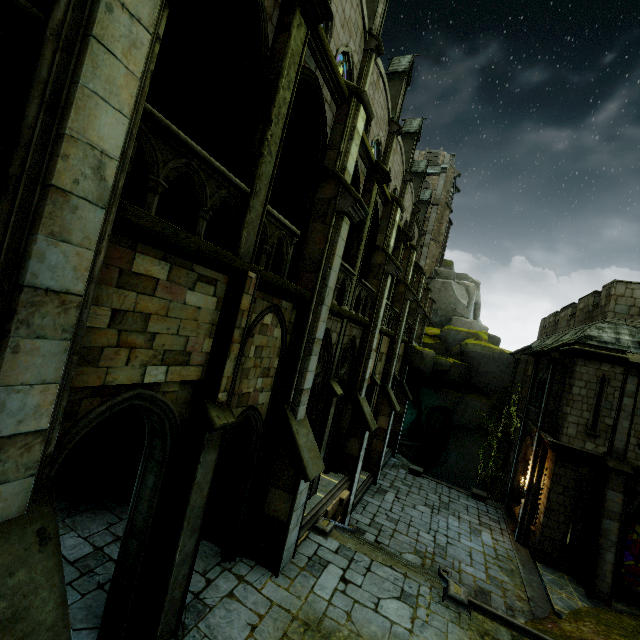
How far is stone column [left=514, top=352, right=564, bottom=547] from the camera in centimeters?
1555cm

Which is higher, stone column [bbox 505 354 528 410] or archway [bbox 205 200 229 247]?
archway [bbox 205 200 229 247]

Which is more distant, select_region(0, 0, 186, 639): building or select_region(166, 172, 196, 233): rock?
select_region(166, 172, 196, 233): rock

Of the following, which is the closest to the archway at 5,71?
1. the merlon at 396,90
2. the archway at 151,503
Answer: the archway at 151,503

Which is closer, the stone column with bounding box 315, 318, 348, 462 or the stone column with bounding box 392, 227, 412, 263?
the stone column with bounding box 315, 318, 348, 462

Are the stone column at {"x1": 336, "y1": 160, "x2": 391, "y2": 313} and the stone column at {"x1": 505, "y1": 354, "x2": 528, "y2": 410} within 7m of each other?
no

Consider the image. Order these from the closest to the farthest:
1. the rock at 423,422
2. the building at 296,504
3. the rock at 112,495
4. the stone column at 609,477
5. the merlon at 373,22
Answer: the building at 296,504, the rock at 112,495, the stone column at 609,477, the merlon at 373,22, the rock at 423,422

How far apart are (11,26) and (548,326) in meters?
30.7 m
